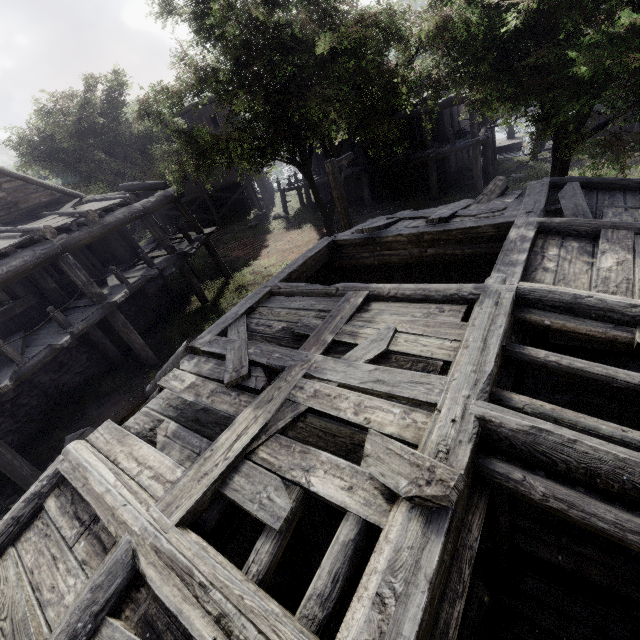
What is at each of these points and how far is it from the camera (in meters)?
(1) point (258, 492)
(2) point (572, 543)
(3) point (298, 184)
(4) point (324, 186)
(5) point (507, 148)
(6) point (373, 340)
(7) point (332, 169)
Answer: (1) wooden plank rubble, 3.09
(2) building, 4.36
(3) building, 24.03
(4) building, 25.16
(5) building base, 29.66
(6) wooden plank rubble, 4.40
(7) wooden lamp post, 10.15

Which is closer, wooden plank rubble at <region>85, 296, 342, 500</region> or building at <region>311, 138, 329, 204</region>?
wooden plank rubble at <region>85, 296, 342, 500</region>

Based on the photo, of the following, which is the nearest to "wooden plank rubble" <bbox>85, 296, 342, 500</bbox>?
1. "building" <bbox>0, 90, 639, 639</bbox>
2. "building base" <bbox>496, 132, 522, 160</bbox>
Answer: "building" <bbox>0, 90, 639, 639</bbox>

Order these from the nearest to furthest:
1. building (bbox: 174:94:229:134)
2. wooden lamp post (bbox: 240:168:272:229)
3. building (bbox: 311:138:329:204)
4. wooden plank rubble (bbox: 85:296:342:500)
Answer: wooden plank rubble (bbox: 85:296:342:500)
building (bbox: 311:138:329:204)
wooden lamp post (bbox: 240:168:272:229)
building (bbox: 174:94:229:134)

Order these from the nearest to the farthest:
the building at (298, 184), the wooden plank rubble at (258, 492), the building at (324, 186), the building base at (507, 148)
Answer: the wooden plank rubble at (258, 492) → the building at (324, 186) → the building at (298, 184) → the building base at (507, 148)

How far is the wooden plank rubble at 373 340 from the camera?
3.94m

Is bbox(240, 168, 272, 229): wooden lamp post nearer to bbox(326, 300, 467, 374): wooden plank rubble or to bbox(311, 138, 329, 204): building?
bbox(311, 138, 329, 204): building
